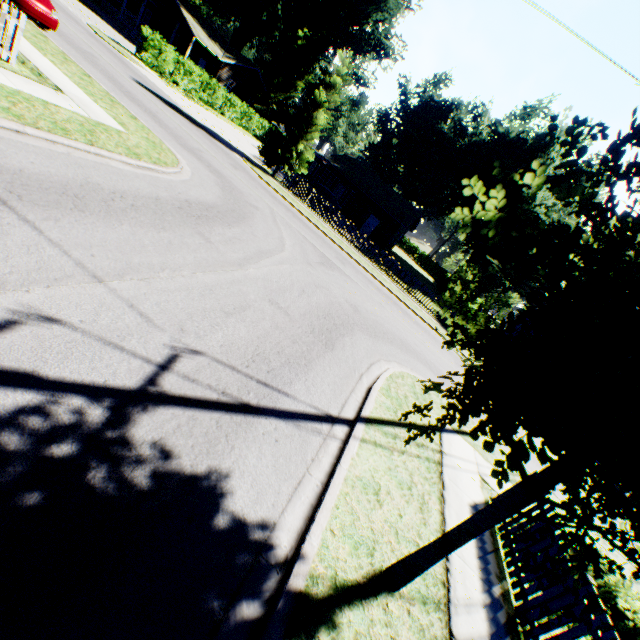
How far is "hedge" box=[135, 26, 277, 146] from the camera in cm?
2545

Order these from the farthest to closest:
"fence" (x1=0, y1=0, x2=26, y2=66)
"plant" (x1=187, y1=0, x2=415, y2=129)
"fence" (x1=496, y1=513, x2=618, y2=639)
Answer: "plant" (x1=187, y1=0, x2=415, y2=129) → "fence" (x1=0, y1=0, x2=26, y2=66) → "fence" (x1=496, y1=513, x2=618, y2=639)

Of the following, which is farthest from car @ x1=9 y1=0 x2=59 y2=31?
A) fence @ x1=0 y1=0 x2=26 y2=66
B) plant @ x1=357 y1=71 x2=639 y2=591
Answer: plant @ x1=357 y1=71 x2=639 y2=591

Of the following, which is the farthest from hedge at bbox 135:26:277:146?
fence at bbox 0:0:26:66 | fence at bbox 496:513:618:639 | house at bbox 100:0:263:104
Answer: fence at bbox 496:513:618:639

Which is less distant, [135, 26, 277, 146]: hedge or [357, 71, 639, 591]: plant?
[357, 71, 639, 591]: plant

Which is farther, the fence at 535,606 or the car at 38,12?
the car at 38,12

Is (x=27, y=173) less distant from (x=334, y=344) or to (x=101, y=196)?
(x=101, y=196)

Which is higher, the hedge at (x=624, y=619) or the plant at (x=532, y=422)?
the plant at (x=532, y=422)
